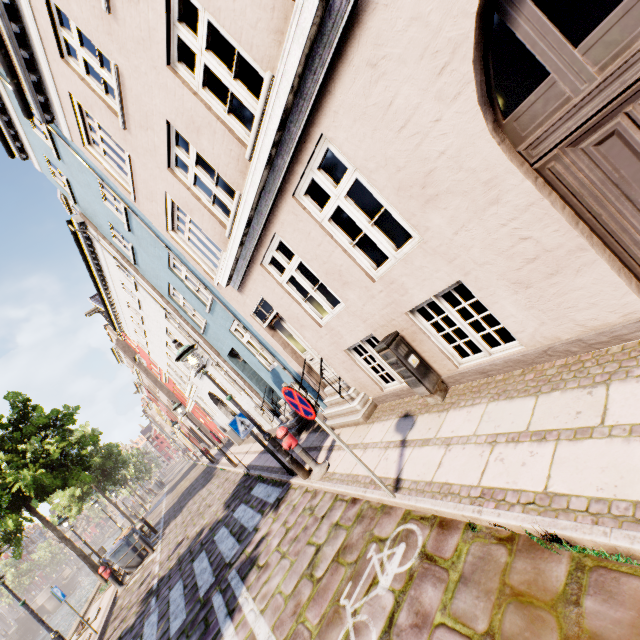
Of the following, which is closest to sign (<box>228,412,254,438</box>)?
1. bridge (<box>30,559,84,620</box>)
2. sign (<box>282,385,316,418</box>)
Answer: sign (<box>282,385,316,418</box>)

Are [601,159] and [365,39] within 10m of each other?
yes

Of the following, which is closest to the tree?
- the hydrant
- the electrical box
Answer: the hydrant

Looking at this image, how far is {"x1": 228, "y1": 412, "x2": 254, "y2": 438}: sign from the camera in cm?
731

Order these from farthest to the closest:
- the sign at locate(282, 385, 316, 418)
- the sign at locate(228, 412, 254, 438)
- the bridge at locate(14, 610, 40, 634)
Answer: the bridge at locate(14, 610, 40, 634) < the sign at locate(228, 412, 254, 438) < the sign at locate(282, 385, 316, 418)

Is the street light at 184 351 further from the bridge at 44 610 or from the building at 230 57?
the bridge at 44 610

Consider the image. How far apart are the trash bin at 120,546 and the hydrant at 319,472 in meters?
12.5 m

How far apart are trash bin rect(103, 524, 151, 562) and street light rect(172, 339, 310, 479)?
12.13m
